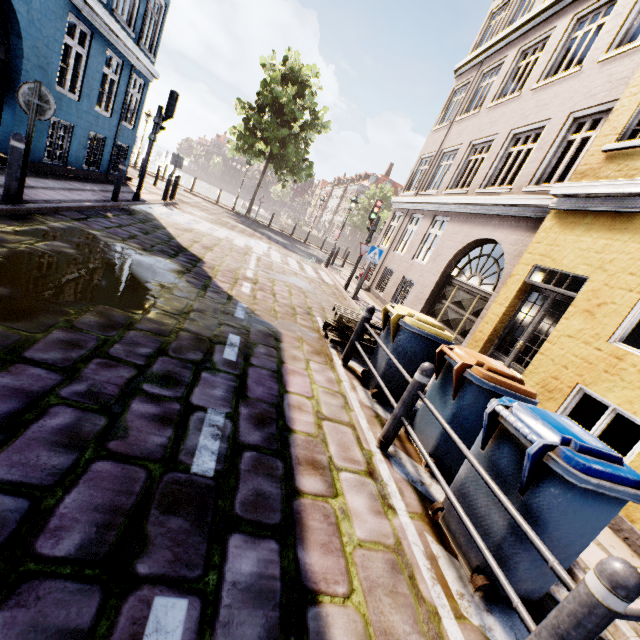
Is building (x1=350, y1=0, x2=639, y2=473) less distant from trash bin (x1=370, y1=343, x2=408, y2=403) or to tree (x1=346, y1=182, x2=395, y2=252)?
trash bin (x1=370, y1=343, x2=408, y2=403)

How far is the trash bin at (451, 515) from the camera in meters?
2.4

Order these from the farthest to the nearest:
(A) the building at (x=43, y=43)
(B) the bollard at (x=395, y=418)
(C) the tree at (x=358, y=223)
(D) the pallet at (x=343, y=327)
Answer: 1. (C) the tree at (x=358, y=223)
2. (A) the building at (x=43, y=43)
3. (D) the pallet at (x=343, y=327)
4. (B) the bollard at (x=395, y=418)

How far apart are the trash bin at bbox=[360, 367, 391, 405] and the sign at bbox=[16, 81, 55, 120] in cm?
629

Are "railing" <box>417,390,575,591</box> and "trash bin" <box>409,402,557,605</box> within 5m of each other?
yes

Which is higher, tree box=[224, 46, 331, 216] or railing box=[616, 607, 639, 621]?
tree box=[224, 46, 331, 216]

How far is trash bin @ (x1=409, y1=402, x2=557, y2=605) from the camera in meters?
2.3

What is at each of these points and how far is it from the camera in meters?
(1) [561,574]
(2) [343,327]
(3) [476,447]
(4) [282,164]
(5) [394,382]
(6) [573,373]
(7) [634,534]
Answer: (1) railing, 1.7 m
(2) pallet, 6.4 m
(3) trash bin, 2.7 m
(4) tree, 22.9 m
(5) trash bin, 4.6 m
(6) building, 5.0 m
(7) building, 3.8 m
